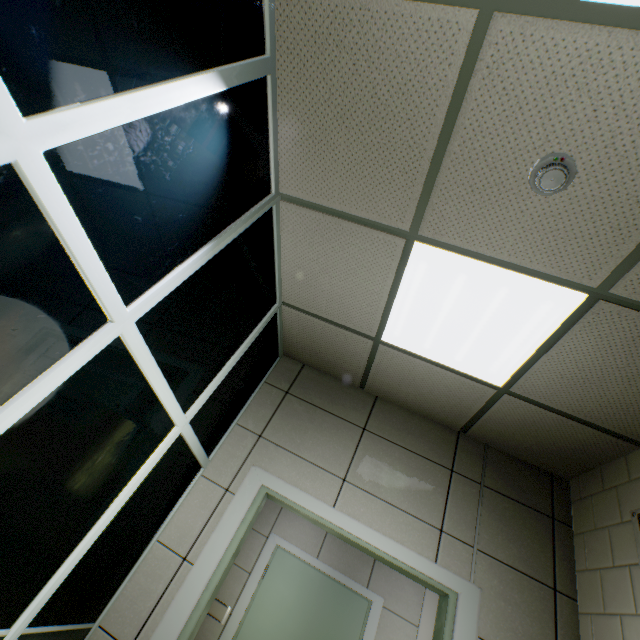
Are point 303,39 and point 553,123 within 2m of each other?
yes

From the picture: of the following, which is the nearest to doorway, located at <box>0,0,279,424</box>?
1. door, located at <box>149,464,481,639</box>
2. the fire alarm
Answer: the fire alarm

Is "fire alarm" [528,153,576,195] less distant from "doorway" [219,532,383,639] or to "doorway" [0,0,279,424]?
"doorway" [0,0,279,424]

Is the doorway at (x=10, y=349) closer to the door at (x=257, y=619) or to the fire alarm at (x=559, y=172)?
the fire alarm at (x=559, y=172)

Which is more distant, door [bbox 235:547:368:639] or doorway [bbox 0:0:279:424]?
door [bbox 235:547:368:639]

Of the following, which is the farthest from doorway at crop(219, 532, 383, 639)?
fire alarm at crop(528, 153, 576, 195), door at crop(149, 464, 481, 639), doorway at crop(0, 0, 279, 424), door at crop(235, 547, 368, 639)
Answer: fire alarm at crop(528, 153, 576, 195)

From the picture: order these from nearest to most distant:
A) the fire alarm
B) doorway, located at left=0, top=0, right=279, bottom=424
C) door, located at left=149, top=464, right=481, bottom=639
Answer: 1. doorway, located at left=0, top=0, right=279, bottom=424
2. the fire alarm
3. door, located at left=149, top=464, right=481, bottom=639

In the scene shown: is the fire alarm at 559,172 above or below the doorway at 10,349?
above
